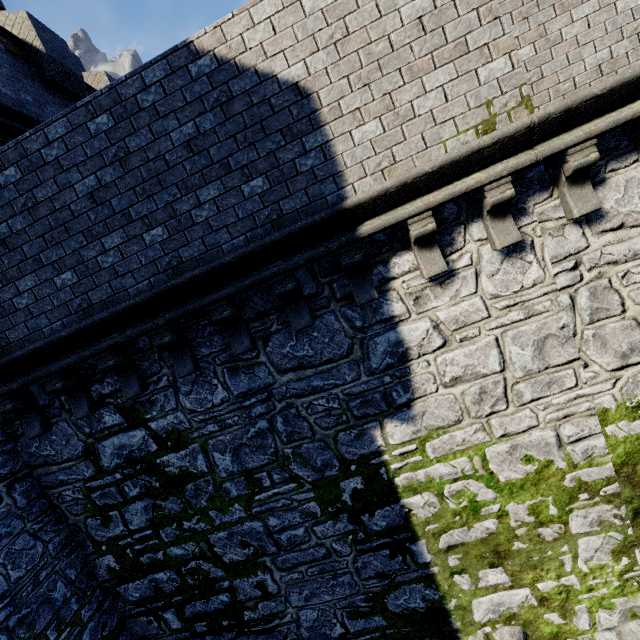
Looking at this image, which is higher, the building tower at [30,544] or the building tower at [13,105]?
the building tower at [13,105]

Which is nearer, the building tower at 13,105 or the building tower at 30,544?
the building tower at 30,544

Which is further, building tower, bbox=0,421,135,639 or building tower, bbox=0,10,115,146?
building tower, bbox=0,10,115,146

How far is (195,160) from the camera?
4.1m

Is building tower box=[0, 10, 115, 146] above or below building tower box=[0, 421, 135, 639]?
above
